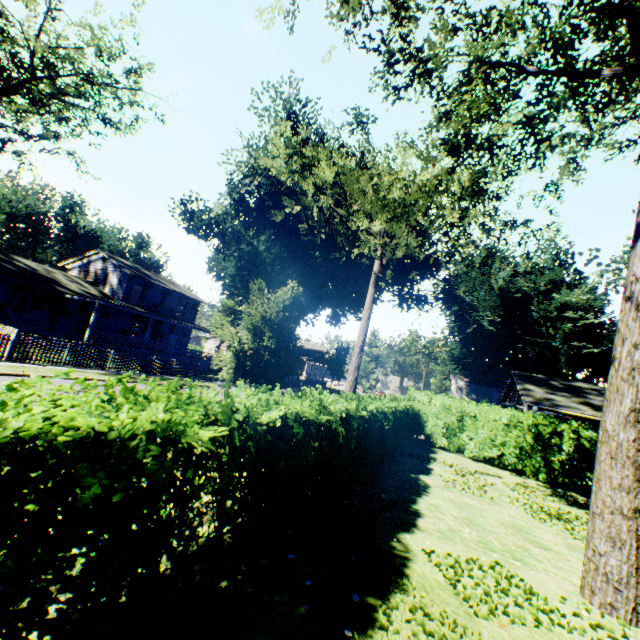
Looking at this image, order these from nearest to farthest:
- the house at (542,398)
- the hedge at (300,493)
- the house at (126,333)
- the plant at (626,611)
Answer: the hedge at (300,493) < the plant at (626,611) < the house at (542,398) < the house at (126,333)

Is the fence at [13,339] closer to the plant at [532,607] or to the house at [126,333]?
the plant at [532,607]

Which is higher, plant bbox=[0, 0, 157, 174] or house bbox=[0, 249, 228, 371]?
plant bbox=[0, 0, 157, 174]

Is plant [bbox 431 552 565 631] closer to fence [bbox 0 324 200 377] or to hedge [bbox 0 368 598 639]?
fence [bbox 0 324 200 377]

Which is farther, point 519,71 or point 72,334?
point 72,334

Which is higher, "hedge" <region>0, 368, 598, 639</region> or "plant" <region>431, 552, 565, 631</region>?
"hedge" <region>0, 368, 598, 639</region>

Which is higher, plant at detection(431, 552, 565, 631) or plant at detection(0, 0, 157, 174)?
plant at detection(0, 0, 157, 174)

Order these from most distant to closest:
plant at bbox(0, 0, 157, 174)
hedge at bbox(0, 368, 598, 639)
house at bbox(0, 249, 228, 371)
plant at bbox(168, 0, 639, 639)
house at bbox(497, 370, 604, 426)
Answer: house at bbox(0, 249, 228, 371)
plant at bbox(0, 0, 157, 174)
house at bbox(497, 370, 604, 426)
plant at bbox(168, 0, 639, 639)
hedge at bbox(0, 368, 598, 639)
